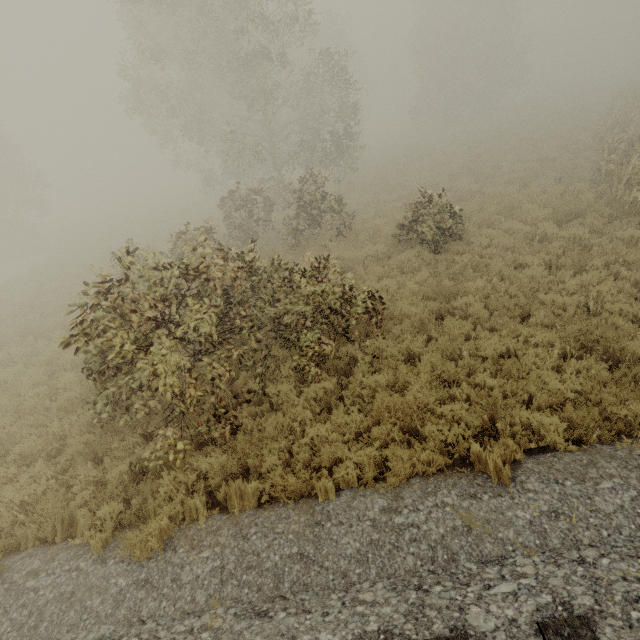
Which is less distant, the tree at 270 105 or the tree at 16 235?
the tree at 270 105

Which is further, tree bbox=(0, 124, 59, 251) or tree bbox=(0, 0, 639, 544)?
tree bbox=(0, 124, 59, 251)

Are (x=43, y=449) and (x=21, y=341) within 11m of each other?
yes
